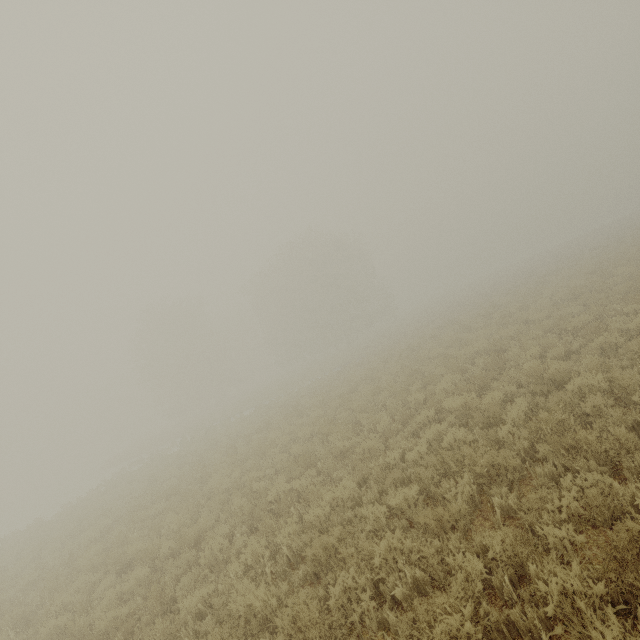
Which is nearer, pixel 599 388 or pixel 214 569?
pixel 599 388
